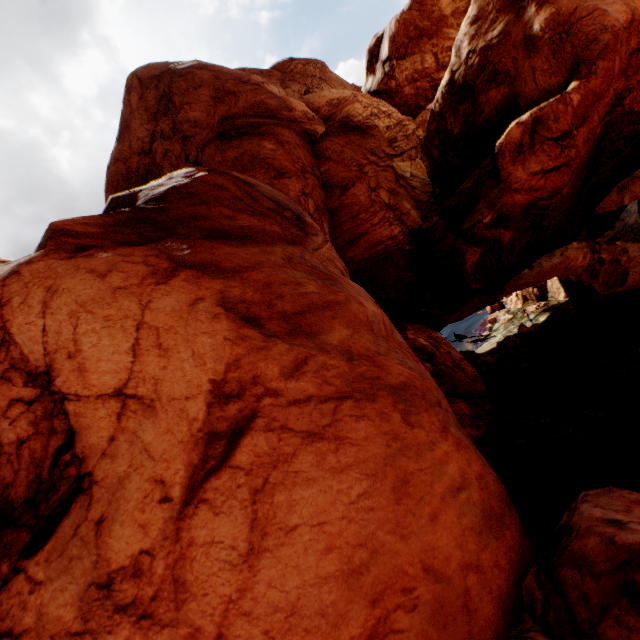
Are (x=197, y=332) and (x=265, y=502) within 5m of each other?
yes
